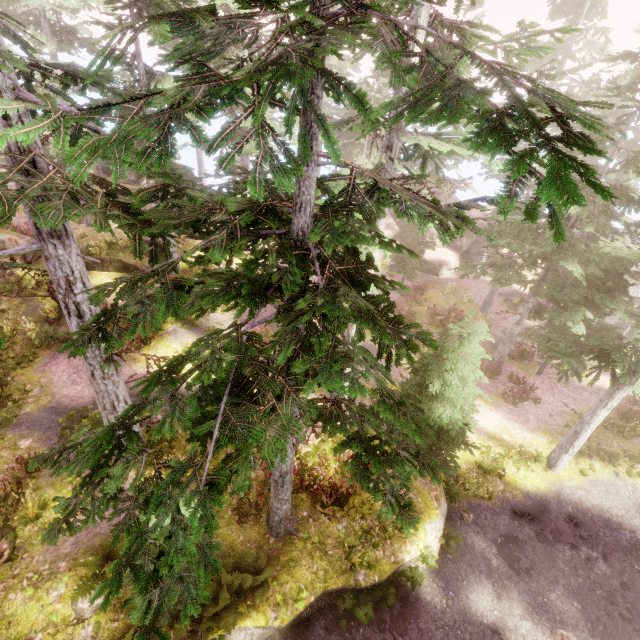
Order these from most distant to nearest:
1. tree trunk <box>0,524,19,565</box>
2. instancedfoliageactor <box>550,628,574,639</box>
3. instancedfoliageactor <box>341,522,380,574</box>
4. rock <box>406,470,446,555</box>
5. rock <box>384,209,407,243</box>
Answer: rock <box>384,209,407,243</box>, rock <box>406,470,446,555</box>, instancedfoliageactor <box>550,628,574,639</box>, instancedfoliageactor <box>341,522,380,574</box>, tree trunk <box>0,524,19,565</box>

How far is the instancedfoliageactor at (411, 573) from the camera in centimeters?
1000cm

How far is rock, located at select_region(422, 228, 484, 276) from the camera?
32.3m

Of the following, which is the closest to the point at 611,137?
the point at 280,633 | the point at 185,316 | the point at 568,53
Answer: the point at 185,316

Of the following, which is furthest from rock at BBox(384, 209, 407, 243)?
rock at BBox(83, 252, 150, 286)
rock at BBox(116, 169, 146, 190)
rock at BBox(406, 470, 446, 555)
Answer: rock at BBox(406, 470, 446, 555)

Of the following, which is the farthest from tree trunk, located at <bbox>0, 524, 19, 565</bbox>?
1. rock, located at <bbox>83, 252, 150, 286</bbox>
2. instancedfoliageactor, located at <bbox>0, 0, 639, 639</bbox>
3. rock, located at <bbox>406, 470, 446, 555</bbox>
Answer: rock, located at <bbox>406, 470, 446, 555</bbox>

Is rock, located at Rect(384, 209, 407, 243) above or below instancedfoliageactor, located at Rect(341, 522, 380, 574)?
above

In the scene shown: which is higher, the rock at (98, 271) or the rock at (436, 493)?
the rock at (98, 271)
